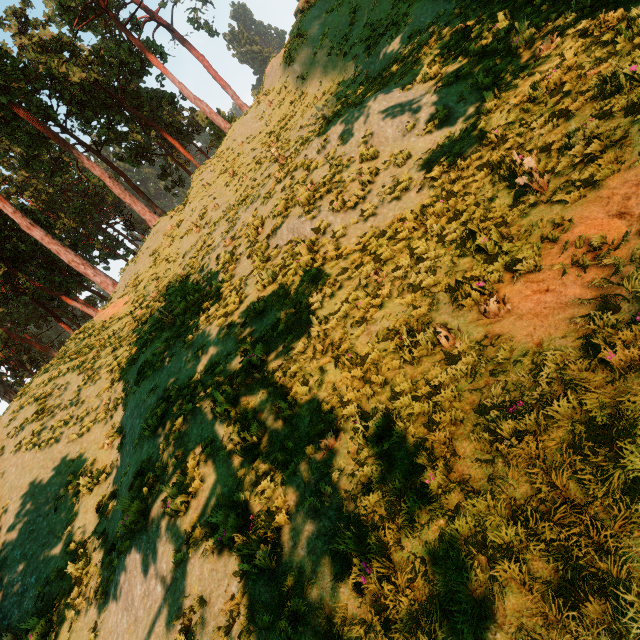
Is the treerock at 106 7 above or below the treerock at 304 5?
above

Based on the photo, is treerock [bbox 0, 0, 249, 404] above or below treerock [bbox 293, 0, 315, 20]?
above

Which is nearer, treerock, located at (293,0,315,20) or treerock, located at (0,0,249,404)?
treerock, located at (293,0,315,20)

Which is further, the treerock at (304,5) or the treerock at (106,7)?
the treerock at (106,7)

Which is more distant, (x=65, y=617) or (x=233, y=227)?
(x=233, y=227)
